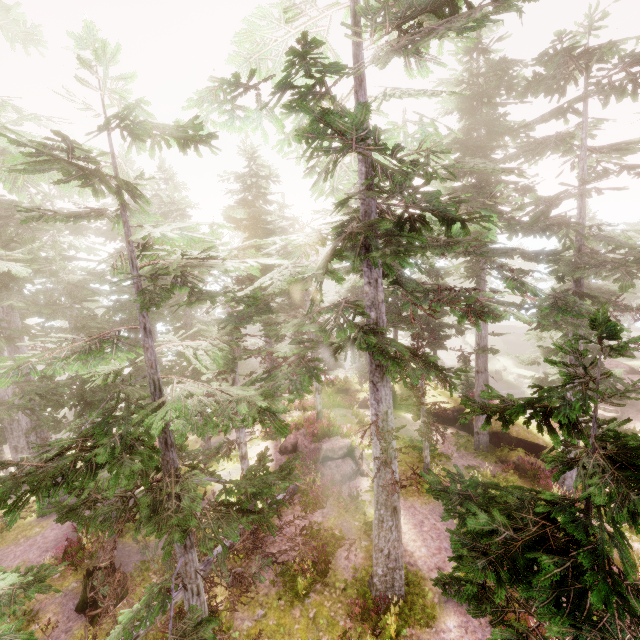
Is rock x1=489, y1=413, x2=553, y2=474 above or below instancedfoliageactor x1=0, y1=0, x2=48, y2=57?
below

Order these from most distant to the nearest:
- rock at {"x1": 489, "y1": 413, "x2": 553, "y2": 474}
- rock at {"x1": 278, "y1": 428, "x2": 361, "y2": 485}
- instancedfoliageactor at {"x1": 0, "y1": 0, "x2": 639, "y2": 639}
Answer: rock at {"x1": 489, "y1": 413, "x2": 553, "y2": 474} < rock at {"x1": 278, "y1": 428, "x2": 361, "y2": 485} < instancedfoliageactor at {"x1": 0, "y1": 0, "x2": 639, "y2": 639}

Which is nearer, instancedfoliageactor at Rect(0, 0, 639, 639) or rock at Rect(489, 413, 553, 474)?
instancedfoliageactor at Rect(0, 0, 639, 639)

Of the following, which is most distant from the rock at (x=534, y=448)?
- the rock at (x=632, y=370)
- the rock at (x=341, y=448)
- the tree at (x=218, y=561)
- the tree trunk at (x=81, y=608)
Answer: the tree trunk at (x=81, y=608)

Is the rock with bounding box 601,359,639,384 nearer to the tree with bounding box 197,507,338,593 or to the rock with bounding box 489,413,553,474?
the rock with bounding box 489,413,553,474

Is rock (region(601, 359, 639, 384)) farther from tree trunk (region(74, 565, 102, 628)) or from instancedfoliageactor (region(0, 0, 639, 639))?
tree trunk (region(74, 565, 102, 628))

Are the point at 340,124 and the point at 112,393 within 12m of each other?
no

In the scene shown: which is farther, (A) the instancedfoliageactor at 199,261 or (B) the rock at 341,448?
(B) the rock at 341,448
